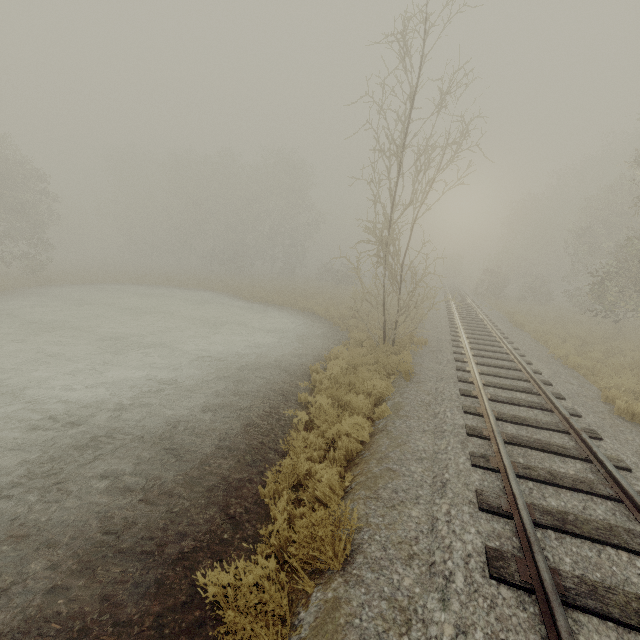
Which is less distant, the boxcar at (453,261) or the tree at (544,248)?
the tree at (544,248)

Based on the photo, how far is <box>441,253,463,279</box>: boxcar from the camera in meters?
57.9

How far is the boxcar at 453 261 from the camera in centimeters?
5791cm

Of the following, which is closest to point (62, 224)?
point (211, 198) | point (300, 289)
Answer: point (211, 198)

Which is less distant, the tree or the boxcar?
the tree
